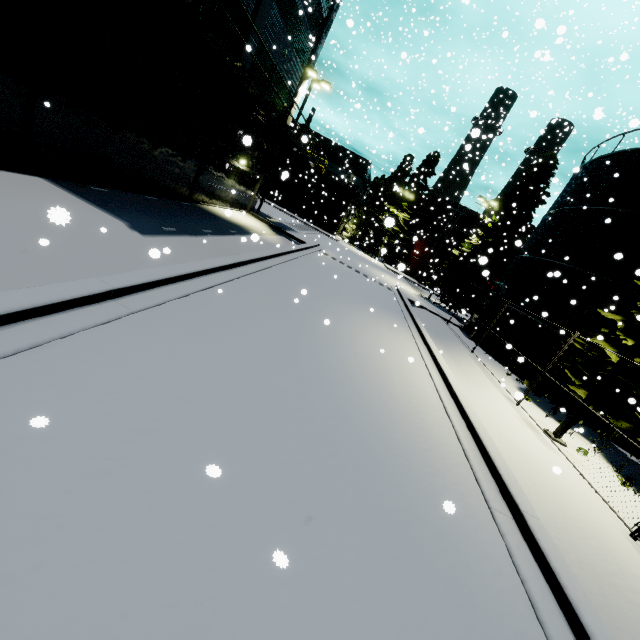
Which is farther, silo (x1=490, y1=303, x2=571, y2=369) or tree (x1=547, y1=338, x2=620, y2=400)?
silo (x1=490, y1=303, x2=571, y2=369)

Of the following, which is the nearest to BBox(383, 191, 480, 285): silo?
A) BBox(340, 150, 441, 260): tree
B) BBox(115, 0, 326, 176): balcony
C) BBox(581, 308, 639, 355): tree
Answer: BBox(581, 308, 639, 355): tree

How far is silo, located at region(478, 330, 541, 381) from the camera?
16.2 meters

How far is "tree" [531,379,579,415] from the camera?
12.8m

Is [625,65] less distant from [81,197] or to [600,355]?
[600,355]

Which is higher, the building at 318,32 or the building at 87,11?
the building at 318,32

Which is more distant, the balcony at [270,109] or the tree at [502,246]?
the tree at [502,246]
